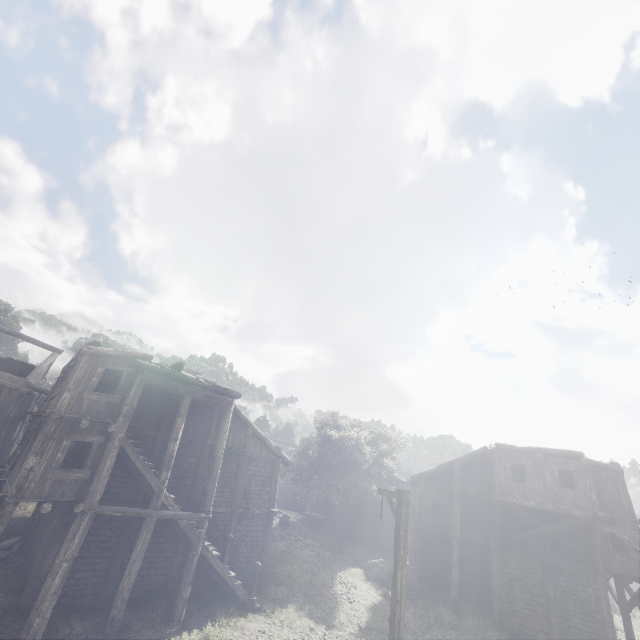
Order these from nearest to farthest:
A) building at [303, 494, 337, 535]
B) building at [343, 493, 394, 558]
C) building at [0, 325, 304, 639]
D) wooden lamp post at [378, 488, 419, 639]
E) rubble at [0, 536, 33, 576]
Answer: wooden lamp post at [378, 488, 419, 639] < building at [0, 325, 304, 639] < rubble at [0, 536, 33, 576] < building at [343, 493, 394, 558] < building at [303, 494, 337, 535]

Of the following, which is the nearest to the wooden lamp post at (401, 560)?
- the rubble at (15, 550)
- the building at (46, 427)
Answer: the building at (46, 427)

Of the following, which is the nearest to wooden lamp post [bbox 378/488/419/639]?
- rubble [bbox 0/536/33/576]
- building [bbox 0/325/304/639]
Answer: building [bbox 0/325/304/639]

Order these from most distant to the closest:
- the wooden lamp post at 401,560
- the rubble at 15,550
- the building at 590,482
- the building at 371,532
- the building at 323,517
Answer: the building at 323,517 < the building at 371,532 < the building at 590,482 < the rubble at 15,550 < the wooden lamp post at 401,560

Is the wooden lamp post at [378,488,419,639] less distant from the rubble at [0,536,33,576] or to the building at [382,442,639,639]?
the building at [382,442,639,639]

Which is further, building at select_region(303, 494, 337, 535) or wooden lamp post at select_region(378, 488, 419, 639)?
building at select_region(303, 494, 337, 535)

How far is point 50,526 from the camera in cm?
1372
